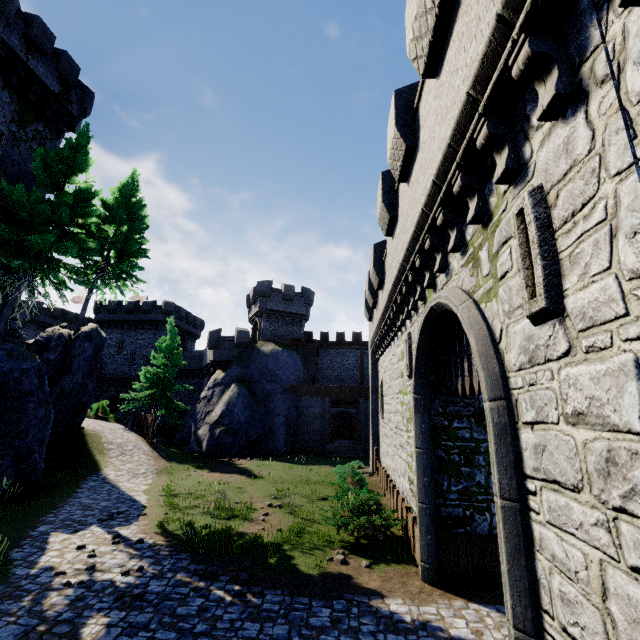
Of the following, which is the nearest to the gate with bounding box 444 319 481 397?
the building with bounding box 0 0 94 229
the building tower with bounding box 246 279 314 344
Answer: the building with bounding box 0 0 94 229

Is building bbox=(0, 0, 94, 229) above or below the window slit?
above

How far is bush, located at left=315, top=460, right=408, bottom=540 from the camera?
9.90m

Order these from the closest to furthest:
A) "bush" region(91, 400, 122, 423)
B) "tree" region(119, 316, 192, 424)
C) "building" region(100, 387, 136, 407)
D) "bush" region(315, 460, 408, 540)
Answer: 1. "bush" region(315, 460, 408, 540)
2. "tree" region(119, 316, 192, 424)
3. "bush" region(91, 400, 122, 423)
4. "building" region(100, 387, 136, 407)

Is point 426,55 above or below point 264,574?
above

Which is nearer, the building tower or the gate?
the gate

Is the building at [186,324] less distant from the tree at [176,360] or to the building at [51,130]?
the tree at [176,360]

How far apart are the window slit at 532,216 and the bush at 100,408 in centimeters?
3513cm
